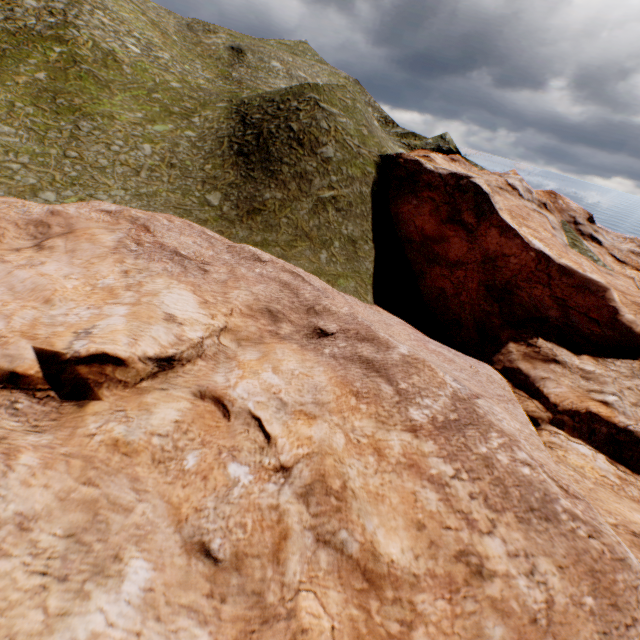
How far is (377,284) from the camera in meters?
25.4
